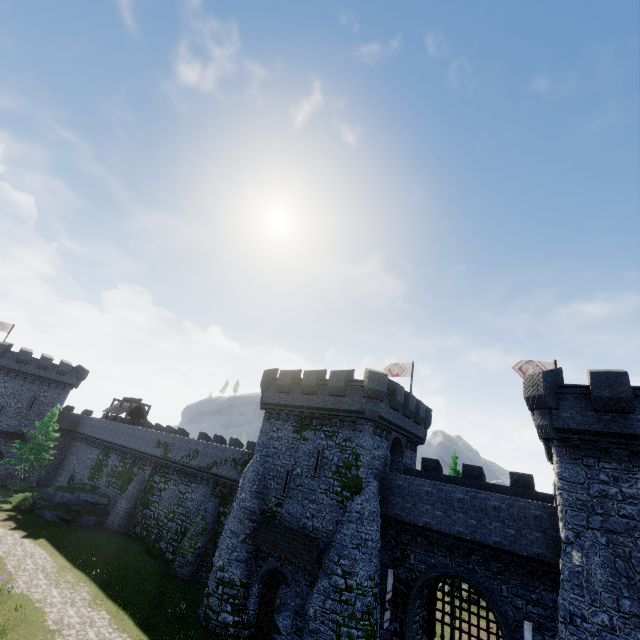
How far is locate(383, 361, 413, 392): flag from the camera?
30.77m

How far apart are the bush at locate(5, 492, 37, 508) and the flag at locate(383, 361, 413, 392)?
39.71m

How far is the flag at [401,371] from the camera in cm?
3077

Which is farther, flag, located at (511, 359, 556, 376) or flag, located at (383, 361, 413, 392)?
flag, located at (383, 361, 413, 392)

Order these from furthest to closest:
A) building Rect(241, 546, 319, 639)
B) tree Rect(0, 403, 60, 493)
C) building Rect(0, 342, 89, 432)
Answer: building Rect(0, 342, 89, 432) < tree Rect(0, 403, 60, 493) < building Rect(241, 546, 319, 639)

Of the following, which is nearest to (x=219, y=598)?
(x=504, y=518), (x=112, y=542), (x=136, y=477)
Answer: (x=112, y=542)

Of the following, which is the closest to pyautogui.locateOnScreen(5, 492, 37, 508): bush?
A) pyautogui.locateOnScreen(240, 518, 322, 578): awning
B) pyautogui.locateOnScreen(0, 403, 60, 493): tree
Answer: pyautogui.locateOnScreen(0, 403, 60, 493): tree

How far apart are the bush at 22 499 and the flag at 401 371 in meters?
39.7
